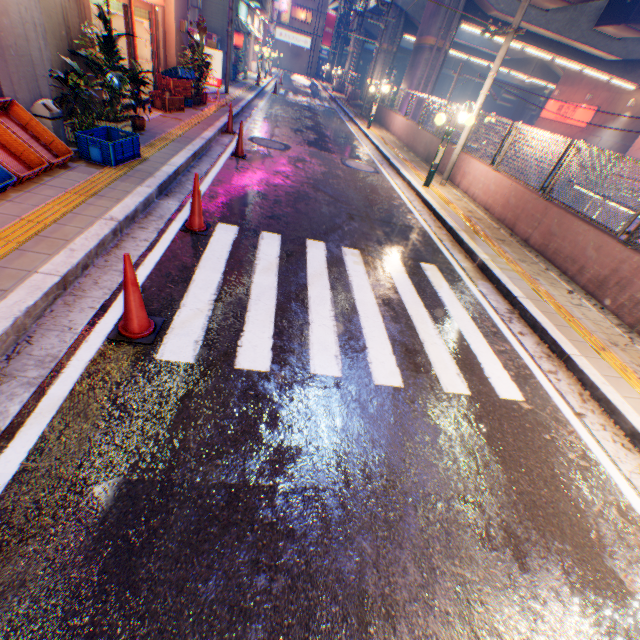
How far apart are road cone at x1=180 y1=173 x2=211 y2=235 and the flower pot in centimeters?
412cm

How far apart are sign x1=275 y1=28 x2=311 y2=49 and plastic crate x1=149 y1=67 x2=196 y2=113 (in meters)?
59.51

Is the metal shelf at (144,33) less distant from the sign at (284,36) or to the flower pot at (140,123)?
the flower pot at (140,123)

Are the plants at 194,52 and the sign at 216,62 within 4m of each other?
yes

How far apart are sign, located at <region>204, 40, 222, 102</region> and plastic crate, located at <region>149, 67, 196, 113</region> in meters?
2.3

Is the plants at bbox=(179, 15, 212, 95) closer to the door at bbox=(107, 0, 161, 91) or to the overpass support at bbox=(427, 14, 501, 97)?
the door at bbox=(107, 0, 161, 91)

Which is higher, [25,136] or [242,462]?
[25,136]

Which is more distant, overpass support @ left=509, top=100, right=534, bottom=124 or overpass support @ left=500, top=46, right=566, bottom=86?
overpass support @ left=509, top=100, right=534, bottom=124
